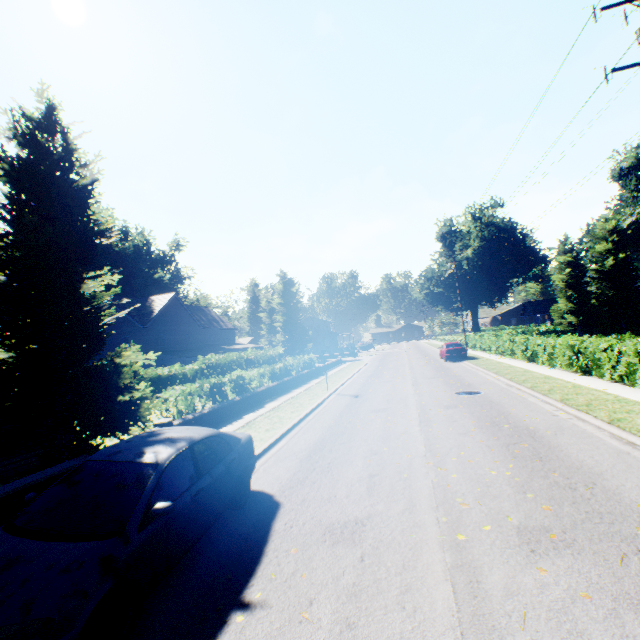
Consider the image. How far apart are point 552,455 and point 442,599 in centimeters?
493cm

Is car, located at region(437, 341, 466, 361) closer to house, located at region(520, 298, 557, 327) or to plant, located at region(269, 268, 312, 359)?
plant, located at region(269, 268, 312, 359)

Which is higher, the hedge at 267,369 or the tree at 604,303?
the tree at 604,303

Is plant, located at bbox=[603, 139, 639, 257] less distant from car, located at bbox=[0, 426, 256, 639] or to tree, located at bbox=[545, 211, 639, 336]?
tree, located at bbox=[545, 211, 639, 336]

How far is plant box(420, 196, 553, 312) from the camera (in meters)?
50.94

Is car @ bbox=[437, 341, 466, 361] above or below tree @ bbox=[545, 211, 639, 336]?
below

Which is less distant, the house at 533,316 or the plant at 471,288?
the house at 533,316
